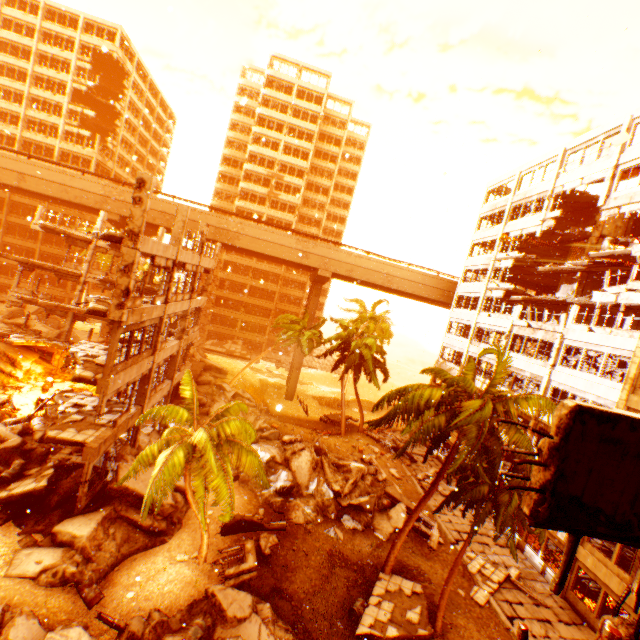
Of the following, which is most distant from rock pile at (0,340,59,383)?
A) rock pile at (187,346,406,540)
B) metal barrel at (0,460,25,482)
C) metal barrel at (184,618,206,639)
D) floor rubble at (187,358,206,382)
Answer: metal barrel at (184,618,206,639)

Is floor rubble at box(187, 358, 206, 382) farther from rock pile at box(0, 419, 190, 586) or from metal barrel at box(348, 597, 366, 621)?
metal barrel at box(348, 597, 366, 621)

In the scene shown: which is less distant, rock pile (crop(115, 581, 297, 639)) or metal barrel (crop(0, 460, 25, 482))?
rock pile (crop(115, 581, 297, 639))

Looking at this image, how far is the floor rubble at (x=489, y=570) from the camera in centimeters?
1689cm

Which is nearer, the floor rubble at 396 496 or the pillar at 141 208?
the pillar at 141 208

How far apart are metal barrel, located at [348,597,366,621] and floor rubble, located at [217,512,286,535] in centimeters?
308cm

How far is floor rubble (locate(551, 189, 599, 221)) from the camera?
26.9 meters

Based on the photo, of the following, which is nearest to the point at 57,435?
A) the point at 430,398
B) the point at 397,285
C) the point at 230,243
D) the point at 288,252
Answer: the point at 430,398
